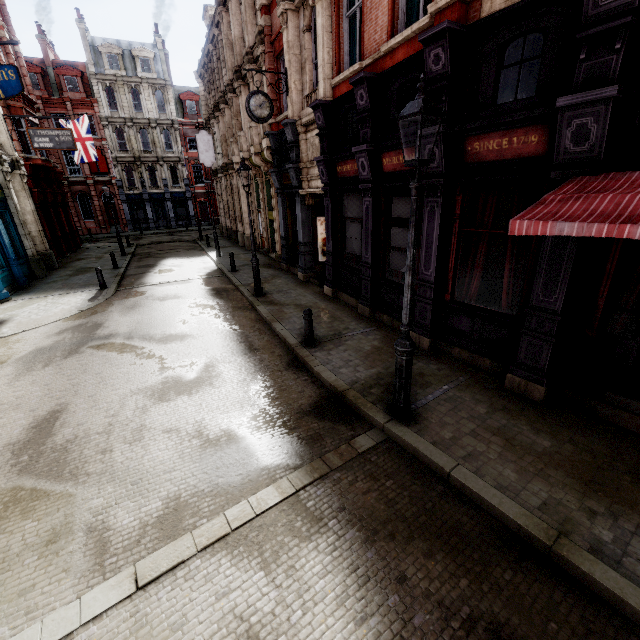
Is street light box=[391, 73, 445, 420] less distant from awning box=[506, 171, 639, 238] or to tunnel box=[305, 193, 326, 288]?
awning box=[506, 171, 639, 238]

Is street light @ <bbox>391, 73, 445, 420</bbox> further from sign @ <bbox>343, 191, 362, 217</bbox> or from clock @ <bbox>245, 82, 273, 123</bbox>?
clock @ <bbox>245, 82, 273, 123</bbox>

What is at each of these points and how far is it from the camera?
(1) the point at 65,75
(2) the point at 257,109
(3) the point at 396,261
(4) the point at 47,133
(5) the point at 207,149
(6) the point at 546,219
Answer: (1) roof window, 34.34m
(2) clock, 11.59m
(3) sign, 8.75m
(4) sign, 17.59m
(5) sign, 24.30m
(6) awning, 3.86m

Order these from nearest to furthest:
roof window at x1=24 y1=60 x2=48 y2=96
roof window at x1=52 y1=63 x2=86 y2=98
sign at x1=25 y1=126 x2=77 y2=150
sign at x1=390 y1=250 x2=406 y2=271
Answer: sign at x1=390 y1=250 x2=406 y2=271, sign at x1=25 y1=126 x2=77 y2=150, roof window at x1=24 y1=60 x2=48 y2=96, roof window at x1=52 y1=63 x2=86 y2=98

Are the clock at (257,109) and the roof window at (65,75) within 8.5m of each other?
no

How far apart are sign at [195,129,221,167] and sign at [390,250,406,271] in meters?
21.4

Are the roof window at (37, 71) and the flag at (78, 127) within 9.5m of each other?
no

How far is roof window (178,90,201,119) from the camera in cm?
3916
